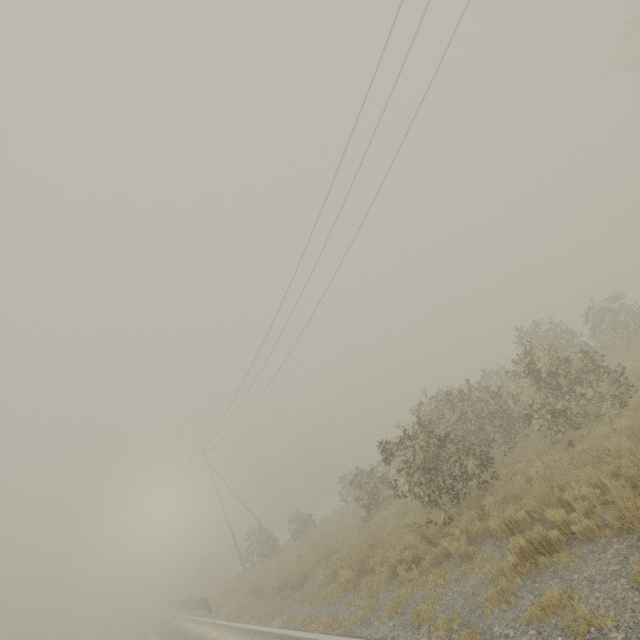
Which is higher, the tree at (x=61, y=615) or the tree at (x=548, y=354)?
the tree at (x=61, y=615)

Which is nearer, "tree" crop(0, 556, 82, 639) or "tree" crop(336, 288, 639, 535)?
"tree" crop(336, 288, 639, 535)

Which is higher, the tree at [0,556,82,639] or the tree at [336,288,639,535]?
the tree at [0,556,82,639]

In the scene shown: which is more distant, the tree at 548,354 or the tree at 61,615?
the tree at 61,615

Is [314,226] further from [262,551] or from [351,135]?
[262,551]
